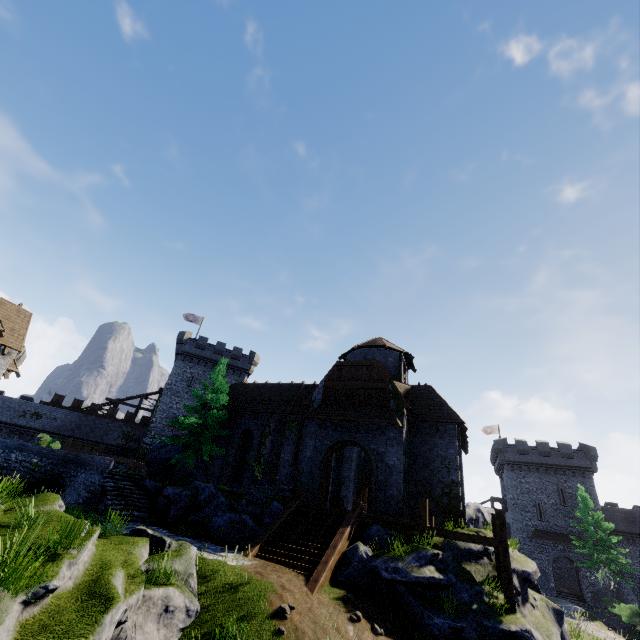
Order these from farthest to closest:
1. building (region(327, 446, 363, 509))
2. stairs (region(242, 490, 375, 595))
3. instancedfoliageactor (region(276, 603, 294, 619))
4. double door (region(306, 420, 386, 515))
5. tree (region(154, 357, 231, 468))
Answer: building (region(327, 446, 363, 509)) → tree (region(154, 357, 231, 468)) → double door (region(306, 420, 386, 515)) → stairs (region(242, 490, 375, 595)) → instancedfoliageactor (region(276, 603, 294, 619))

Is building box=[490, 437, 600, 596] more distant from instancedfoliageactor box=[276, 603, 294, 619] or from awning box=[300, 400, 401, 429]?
instancedfoliageactor box=[276, 603, 294, 619]

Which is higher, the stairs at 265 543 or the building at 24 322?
the building at 24 322

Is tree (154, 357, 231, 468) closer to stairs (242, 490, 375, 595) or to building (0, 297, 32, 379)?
stairs (242, 490, 375, 595)

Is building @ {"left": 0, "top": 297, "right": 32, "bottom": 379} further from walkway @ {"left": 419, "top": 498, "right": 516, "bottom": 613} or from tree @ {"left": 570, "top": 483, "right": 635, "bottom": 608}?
tree @ {"left": 570, "top": 483, "right": 635, "bottom": 608}

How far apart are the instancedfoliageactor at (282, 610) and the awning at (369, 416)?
10.16m

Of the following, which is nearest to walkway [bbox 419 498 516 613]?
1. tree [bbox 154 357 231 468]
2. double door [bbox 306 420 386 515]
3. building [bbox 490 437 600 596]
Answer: double door [bbox 306 420 386 515]

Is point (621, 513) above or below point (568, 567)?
above
